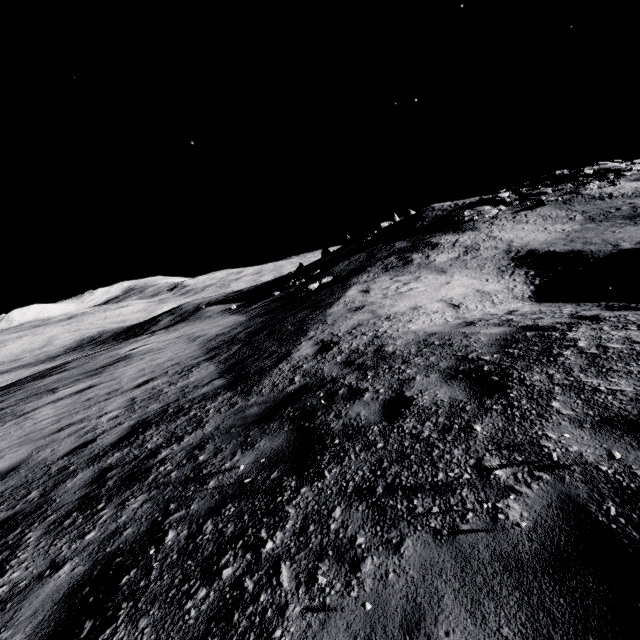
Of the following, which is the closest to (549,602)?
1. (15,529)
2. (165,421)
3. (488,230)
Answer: (15,529)
